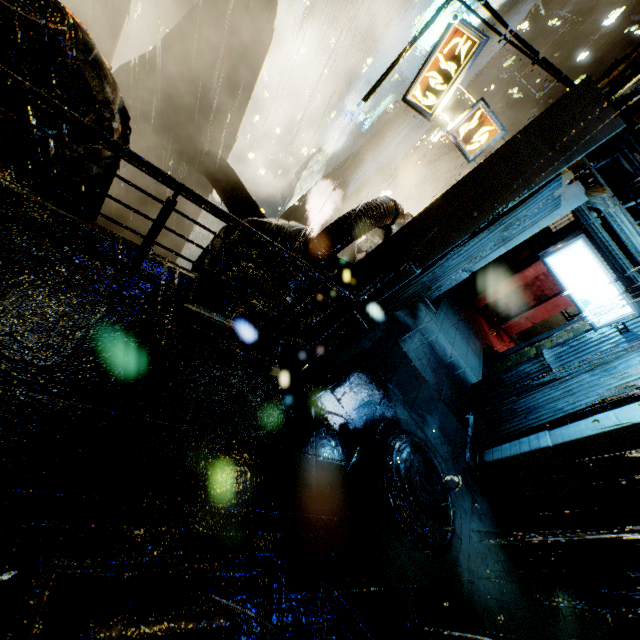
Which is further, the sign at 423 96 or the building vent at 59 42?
the sign at 423 96

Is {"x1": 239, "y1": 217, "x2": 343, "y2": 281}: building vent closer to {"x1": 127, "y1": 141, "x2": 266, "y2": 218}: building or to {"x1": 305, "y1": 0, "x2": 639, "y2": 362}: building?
{"x1": 305, "y1": 0, "x2": 639, "y2": 362}: building

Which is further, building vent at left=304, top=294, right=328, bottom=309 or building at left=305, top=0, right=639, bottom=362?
building vent at left=304, top=294, right=328, bottom=309

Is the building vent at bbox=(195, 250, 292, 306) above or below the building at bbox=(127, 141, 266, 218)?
above

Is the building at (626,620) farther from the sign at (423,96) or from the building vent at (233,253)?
the sign at (423,96)

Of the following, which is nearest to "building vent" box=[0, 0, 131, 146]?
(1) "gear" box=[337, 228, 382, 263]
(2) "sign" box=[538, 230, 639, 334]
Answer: (1) "gear" box=[337, 228, 382, 263]

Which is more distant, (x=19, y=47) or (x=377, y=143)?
(x=377, y=143)

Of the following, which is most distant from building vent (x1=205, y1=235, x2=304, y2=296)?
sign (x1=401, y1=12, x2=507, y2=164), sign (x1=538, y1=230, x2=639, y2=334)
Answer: sign (x1=538, y1=230, x2=639, y2=334)
